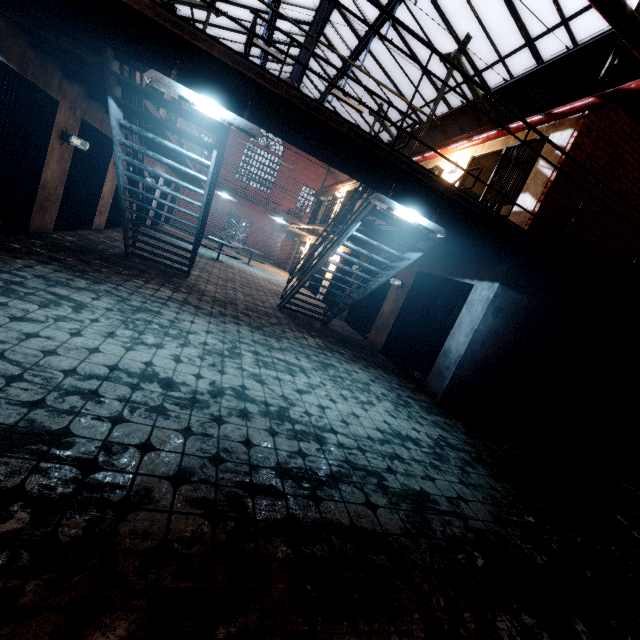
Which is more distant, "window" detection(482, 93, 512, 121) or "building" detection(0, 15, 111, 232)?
"window" detection(482, 93, 512, 121)

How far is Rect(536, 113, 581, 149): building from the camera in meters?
5.5 m

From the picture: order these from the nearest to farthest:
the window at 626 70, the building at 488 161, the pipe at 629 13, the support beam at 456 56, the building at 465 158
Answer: the pipe at 629 13 < the building at 465 158 < the window at 626 70 < the building at 488 161 < the support beam at 456 56

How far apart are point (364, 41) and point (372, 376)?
14.0 meters

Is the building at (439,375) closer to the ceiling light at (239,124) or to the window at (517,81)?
the ceiling light at (239,124)

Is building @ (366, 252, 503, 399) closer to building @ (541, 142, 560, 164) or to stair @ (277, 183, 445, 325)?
building @ (541, 142, 560, 164)

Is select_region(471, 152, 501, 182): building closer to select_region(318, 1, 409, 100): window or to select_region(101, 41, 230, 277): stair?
select_region(318, 1, 409, 100): window

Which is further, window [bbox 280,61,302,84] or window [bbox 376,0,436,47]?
window [bbox 280,61,302,84]
